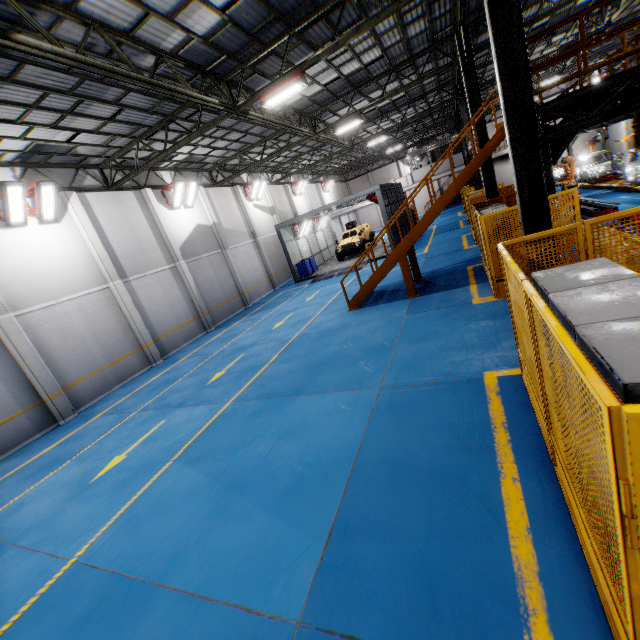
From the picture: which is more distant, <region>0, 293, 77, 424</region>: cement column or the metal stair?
<region>0, 293, 77, 424</region>: cement column

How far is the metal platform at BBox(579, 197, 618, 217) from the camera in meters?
12.6

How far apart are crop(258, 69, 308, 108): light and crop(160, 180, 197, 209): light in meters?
8.0

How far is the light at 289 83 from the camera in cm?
1008

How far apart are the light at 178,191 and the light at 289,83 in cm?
796

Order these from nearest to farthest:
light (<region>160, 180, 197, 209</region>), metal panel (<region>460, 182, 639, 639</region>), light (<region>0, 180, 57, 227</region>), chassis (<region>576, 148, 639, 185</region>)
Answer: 1. metal panel (<region>460, 182, 639, 639</region>)
2. light (<region>0, 180, 57, 227</region>)
3. chassis (<region>576, 148, 639, 185</region>)
4. light (<region>160, 180, 197, 209</region>)

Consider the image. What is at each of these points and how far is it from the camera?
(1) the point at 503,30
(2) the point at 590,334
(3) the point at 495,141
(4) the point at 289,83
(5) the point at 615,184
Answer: (1) metal pole, 5.32m
(2) cabinet, 1.97m
(3) metal stair, 8.89m
(4) light, 10.12m
(5) platform, 16.66m

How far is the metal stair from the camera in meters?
9.1 m
